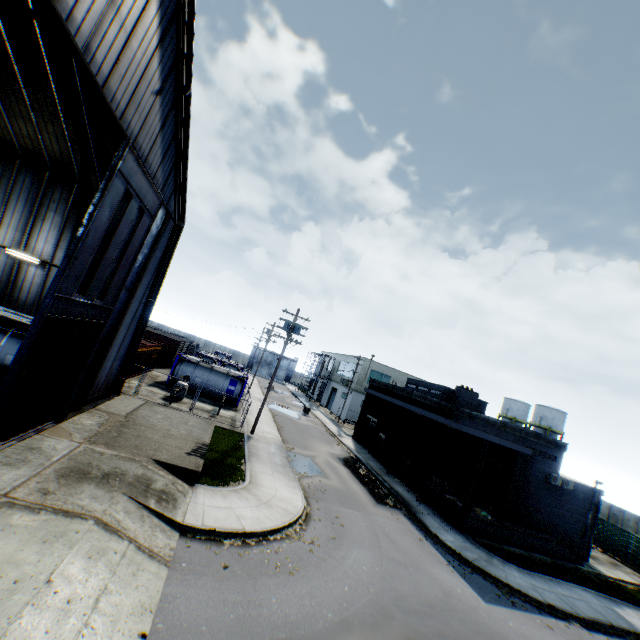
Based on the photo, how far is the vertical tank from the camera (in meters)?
47.91

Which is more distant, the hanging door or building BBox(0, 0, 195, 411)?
the hanging door

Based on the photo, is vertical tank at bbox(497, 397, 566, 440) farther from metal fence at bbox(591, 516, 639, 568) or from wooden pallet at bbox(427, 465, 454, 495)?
wooden pallet at bbox(427, 465, 454, 495)

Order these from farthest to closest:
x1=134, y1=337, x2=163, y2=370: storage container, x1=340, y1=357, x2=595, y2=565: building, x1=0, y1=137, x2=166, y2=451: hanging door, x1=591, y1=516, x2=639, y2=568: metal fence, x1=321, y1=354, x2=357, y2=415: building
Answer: x1=321, y1=354, x2=357, y2=415: building < x1=134, y1=337, x2=163, y2=370: storage container < x1=591, y1=516, x2=639, y2=568: metal fence < x1=340, y1=357, x2=595, y2=565: building < x1=0, y1=137, x2=166, y2=451: hanging door

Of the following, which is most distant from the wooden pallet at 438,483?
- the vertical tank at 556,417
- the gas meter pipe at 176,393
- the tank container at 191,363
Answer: the vertical tank at 556,417

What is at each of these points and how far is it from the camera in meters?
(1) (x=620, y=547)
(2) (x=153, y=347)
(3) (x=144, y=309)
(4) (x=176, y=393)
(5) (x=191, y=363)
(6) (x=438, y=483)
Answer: (1) metal fence, 25.8
(2) storage container, 30.3
(3) building, 18.5
(4) gas meter pipe, 23.8
(5) tank container, 30.2
(6) wooden pallet, 22.4

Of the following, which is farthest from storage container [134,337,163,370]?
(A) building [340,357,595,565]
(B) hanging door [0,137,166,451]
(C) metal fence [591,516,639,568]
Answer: (C) metal fence [591,516,639,568]

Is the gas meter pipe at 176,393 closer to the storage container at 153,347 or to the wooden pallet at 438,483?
the storage container at 153,347
